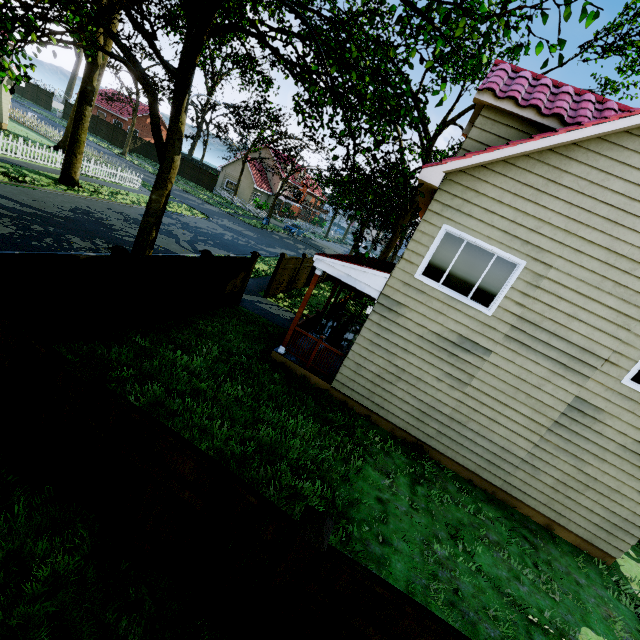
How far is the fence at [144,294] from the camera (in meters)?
7.15

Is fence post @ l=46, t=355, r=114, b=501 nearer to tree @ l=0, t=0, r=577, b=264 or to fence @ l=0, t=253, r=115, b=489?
fence @ l=0, t=253, r=115, b=489

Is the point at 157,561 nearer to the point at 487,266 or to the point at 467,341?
the point at 467,341

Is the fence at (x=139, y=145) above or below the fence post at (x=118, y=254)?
below

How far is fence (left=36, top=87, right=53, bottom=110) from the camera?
45.9m

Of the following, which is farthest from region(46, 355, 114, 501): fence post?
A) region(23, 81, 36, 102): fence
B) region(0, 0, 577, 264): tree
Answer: region(0, 0, 577, 264): tree

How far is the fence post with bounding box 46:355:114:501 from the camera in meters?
3.3 m
